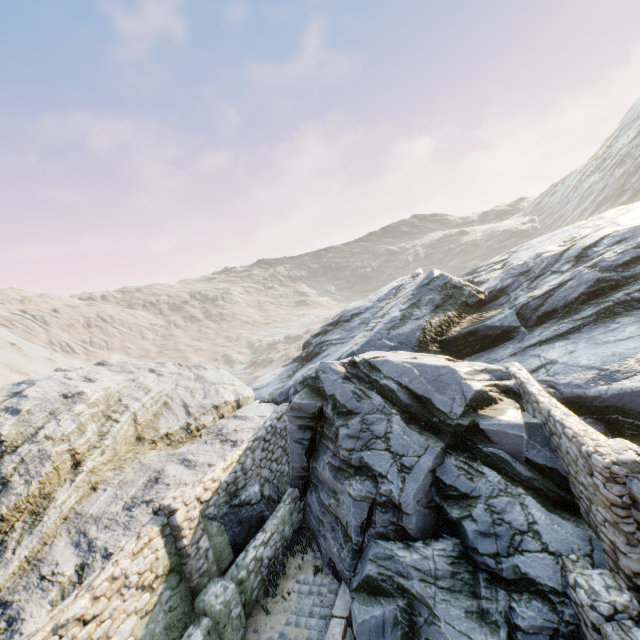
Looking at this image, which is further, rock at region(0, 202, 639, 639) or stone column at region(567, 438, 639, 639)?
rock at region(0, 202, 639, 639)

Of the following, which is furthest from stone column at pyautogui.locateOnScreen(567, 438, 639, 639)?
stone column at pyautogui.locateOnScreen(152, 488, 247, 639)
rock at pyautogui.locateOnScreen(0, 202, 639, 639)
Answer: stone column at pyautogui.locateOnScreen(152, 488, 247, 639)

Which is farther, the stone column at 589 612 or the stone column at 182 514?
the stone column at 182 514

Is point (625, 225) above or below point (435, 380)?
above

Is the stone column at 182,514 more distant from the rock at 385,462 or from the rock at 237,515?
the rock at 385,462

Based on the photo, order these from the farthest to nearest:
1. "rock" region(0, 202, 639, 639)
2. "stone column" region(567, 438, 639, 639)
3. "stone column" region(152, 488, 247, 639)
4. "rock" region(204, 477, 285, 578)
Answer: "rock" region(204, 477, 285, 578), "stone column" region(152, 488, 247, 639), "rock" region(0, 202, 639, 639), "stone column" region(567, 438, 639, 639)

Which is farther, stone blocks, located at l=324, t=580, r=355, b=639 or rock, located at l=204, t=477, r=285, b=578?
rock, located at l=204, t=477, r=285, b=578

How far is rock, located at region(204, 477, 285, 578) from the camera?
8.6 meters
